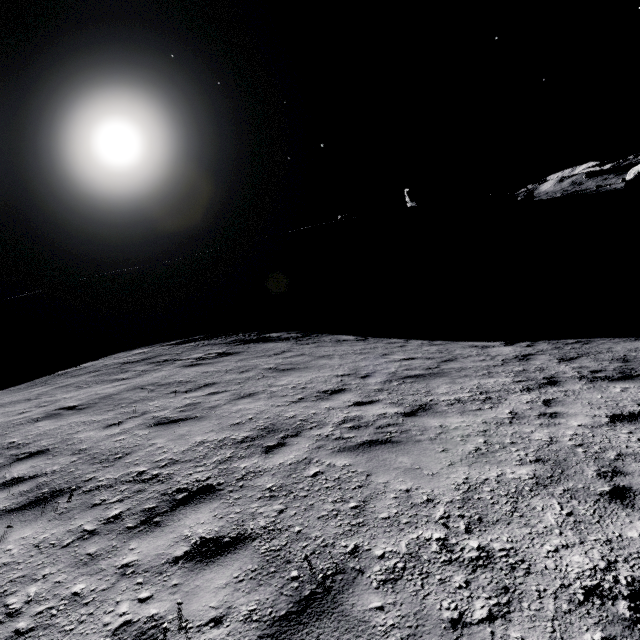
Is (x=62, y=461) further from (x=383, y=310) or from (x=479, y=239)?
(x=479, y=239)

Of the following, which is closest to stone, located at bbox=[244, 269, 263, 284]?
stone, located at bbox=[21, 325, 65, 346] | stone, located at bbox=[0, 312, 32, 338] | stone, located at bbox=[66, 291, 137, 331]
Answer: stone, located at bbox=[66, 291, 137, 331]

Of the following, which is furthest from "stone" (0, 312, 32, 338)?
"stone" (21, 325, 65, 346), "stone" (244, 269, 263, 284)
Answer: "stone" (244, 269, 263, 284)

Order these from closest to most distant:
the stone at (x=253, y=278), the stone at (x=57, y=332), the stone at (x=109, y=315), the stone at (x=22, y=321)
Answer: the stone at (x=57, y=332) → the stone at (x=109, y=315) → the stone at (x=22, y=321) → the stone at (x=253, y=278)

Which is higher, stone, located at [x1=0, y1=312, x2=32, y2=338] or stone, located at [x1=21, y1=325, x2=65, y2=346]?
stone, located at [x1=0, y1=312, x2=32, y2=338]

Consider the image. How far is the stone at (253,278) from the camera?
58.53m

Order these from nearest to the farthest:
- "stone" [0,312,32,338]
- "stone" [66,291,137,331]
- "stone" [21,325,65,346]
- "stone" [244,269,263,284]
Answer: "stone" [21,325,65,346], "stone" [66,291,137,331], "stone" [0,312,32,338], "stone" [244,269,263,284]

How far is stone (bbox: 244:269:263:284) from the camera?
58.5m
